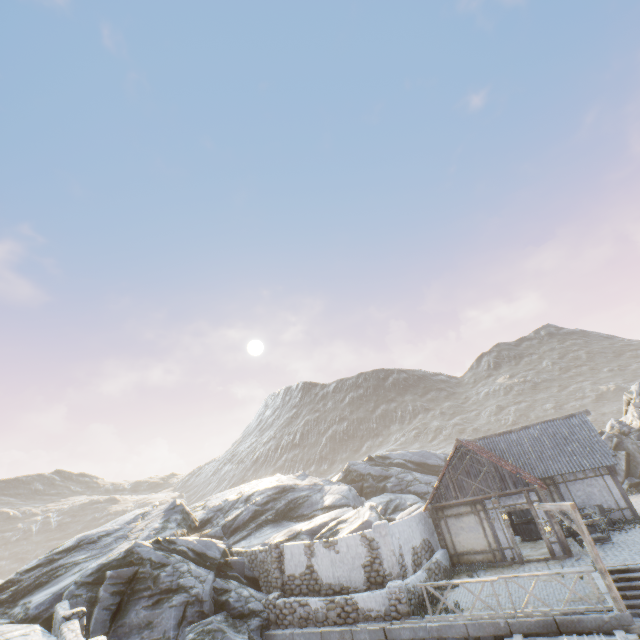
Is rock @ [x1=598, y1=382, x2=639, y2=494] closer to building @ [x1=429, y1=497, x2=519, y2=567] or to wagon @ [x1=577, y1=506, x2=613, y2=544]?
building @ [x1=429, y1=497, x2=519, y2=567]

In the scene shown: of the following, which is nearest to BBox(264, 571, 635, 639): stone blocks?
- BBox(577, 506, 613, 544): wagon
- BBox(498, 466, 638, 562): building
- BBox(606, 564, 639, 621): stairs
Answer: BBox(606, 564, 639, 621): stairs

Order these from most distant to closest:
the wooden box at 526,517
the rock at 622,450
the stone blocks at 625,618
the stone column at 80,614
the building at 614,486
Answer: the rock at 622,450
the wooden box at 526,517
the building at 614,486
the stone column at 80,614
the stone blocks at 625,618

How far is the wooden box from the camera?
18.8m

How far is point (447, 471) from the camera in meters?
18.2 m

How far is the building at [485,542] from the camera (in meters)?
16.25

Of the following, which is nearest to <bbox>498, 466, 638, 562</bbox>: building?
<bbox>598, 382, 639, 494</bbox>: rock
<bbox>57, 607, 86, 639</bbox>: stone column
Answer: <bbox>598, 382, 639, 494</bbox>: rock

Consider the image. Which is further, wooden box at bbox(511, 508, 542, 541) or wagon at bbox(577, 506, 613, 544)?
wooden box at bbox(511, 508, 542, 541)
